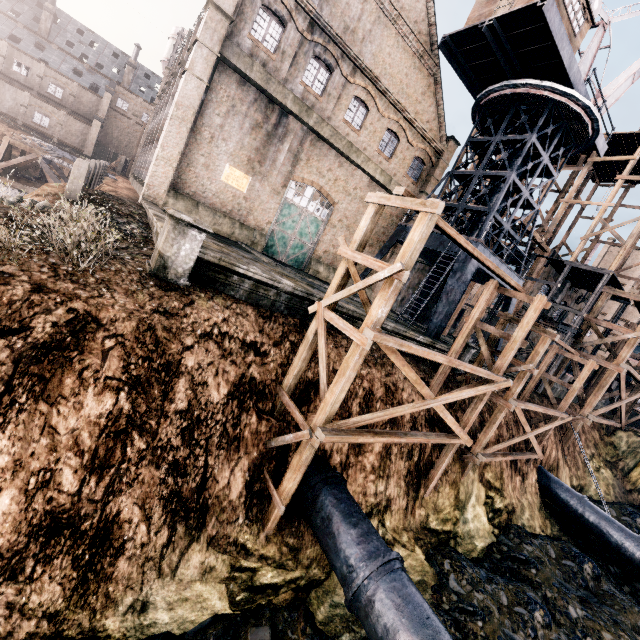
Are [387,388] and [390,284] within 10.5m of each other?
yes

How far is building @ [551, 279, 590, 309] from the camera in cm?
3397

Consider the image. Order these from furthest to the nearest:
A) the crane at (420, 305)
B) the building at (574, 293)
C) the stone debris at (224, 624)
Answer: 1. the building at (574, 293)
2. the crane at (420, 305)
3. the stone debris at (224, 624)

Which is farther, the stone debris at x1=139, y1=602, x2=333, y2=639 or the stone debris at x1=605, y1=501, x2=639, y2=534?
the stone debris at x1=605, y1=501, x2=639, y2=534

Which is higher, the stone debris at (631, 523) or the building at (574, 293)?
the building at (574, 293)

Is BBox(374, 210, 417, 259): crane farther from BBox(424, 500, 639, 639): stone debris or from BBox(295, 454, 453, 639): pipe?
BBox(295, 454, 453, 639): pipe

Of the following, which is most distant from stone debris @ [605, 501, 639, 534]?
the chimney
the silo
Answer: the chimney

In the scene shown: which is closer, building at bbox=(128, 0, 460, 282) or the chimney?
building at bbox=(128, 0, 460, 282)
